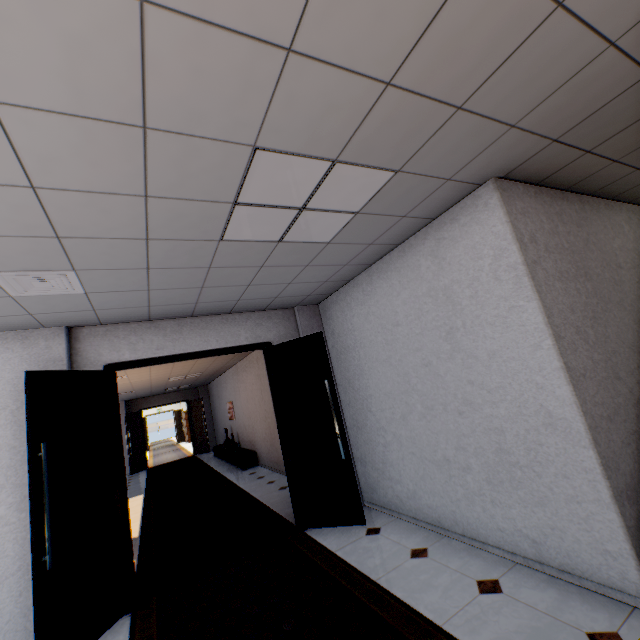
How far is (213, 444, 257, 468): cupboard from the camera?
8.96m

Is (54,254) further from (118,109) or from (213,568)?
(213,568)

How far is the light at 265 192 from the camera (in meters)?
1.82

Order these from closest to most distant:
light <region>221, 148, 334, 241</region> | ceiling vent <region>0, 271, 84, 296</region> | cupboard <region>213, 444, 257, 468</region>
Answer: light <region>221, 148, 334, 241</region>
ceiling vent <region>0, 271, 84, 296</region>
cupboard <region>213, 444, 257, 468</region>

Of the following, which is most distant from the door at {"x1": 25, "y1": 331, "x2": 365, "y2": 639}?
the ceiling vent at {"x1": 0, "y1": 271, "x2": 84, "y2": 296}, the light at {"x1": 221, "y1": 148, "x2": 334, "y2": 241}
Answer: the light at {"x1": 221, "y1": 148, "x2": 334, "y2": 241}

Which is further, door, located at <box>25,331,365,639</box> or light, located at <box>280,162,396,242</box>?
Result: door, located at <box>25,331,365,639</box>

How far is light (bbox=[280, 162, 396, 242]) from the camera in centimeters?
207cm

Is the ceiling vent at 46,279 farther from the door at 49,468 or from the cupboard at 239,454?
the cupboard at 239,454
